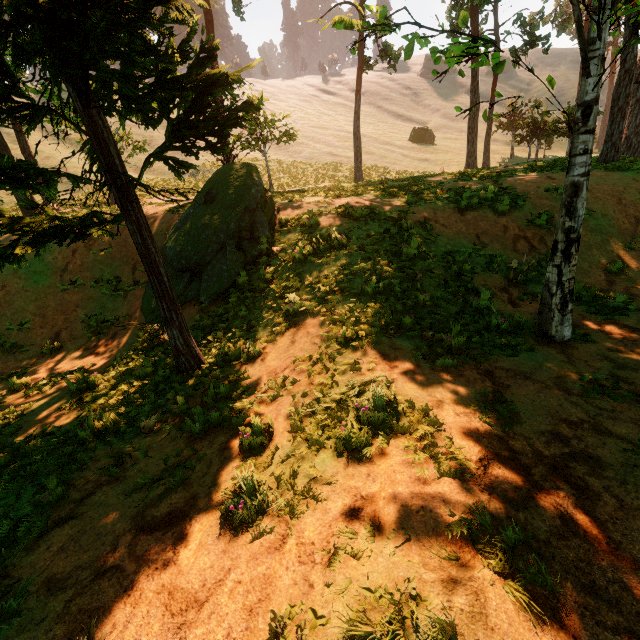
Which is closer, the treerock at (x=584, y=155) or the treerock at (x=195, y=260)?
the treerock at (x=195, y=260)

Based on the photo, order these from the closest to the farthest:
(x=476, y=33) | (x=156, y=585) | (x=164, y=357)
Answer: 1. (x=156, y=585)
2. (x=164, y=357)
3. (x=476, y=33)

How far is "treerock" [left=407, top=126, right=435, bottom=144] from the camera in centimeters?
4881cm

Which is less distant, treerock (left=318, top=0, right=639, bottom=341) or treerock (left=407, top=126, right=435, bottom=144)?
treerock (left=318, top=0, right=639, bottom=341)

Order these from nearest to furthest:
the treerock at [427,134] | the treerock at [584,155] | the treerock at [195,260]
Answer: the treerock at [195,260] < the treerock at [584,155] < the treerock at [427,134]

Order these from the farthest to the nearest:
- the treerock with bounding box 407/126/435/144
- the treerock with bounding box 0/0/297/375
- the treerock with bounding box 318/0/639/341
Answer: the treerock with bounding box 407/126/435/144
the treerock with bounding box 318/0/639/341
the treerock with bounding box 0/0/297/375
